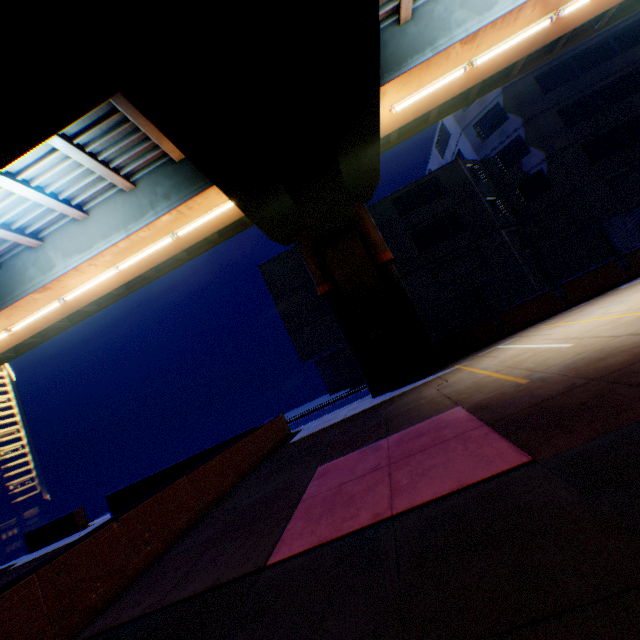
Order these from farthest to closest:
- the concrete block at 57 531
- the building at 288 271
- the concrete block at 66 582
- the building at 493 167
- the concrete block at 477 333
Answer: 1. the building at 288 271
2. the building at 493 167
3. the concrete block at 57 531
4. the concrete block at 477 333
5. the concrete block at 66 582

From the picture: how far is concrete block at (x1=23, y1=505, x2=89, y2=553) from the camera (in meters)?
14.61

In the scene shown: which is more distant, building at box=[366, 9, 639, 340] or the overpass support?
building at box=[366, 9, 639, 340]

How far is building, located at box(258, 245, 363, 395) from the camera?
23.98m

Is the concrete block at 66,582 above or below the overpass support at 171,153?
below

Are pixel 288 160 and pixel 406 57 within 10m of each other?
yes

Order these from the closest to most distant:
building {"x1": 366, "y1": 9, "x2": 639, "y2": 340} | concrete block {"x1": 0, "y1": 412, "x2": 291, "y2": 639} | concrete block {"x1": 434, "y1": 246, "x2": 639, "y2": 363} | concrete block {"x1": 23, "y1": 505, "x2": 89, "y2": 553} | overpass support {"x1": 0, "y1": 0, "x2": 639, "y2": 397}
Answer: concrete block {"x1": 0, "y1": 412, "x2": 291, "y2": 639} → overpass support {"x1": 0, "y1": 0, "x2": 639, "y2": 397} → concrete block {"x1": 434, "y1": 246, "x2": 639, "y2": 363} → concrete block {"x1": 23, "y1": 505, "x2": 89, "y2": 553} → building {"x1": 366, "y1": 9, "x2": 639, "y2": 340}
